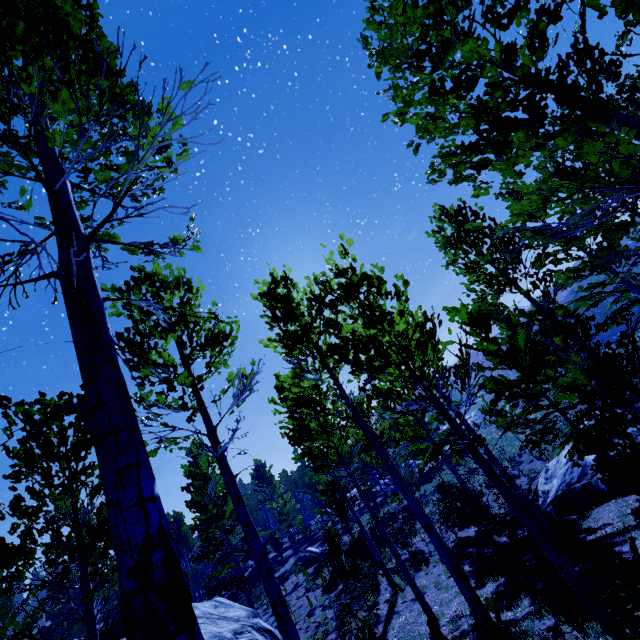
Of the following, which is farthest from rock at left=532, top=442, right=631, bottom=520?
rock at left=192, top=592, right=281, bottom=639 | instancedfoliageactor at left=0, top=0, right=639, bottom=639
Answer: rock at left=192, top=592, right=281, bottom=639

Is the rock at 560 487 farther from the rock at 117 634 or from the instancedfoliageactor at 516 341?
the rock at 117 634

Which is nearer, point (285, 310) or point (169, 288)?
point (169, 288)

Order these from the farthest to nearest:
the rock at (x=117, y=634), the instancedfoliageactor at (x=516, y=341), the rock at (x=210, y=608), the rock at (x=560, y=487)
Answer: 1. the rock at (x=560, y=487)
2. the rock at (x=117, y=634)
3. the rock at (x=210, y=608)
4. the instancedfoliageactor at (x=516, y=341)

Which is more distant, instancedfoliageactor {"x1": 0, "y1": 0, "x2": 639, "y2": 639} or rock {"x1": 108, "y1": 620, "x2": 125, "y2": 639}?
rock {"x1": 108, "y1": 620, "x2": 125, "y2": 639}

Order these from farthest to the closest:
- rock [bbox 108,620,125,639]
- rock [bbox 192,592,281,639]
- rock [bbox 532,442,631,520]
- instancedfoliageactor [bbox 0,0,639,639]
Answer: rock [bbox 532,442,631,520] → rock [bbox 108,620,125,639] → rock [bbox 192,592,281,639] → instancedfoliageactor [bbox 0,0,639,639]
